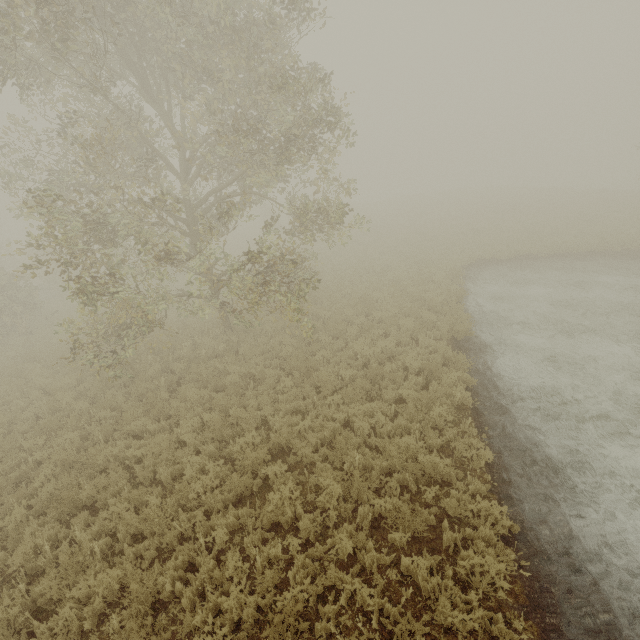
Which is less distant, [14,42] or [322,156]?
[14,42]
